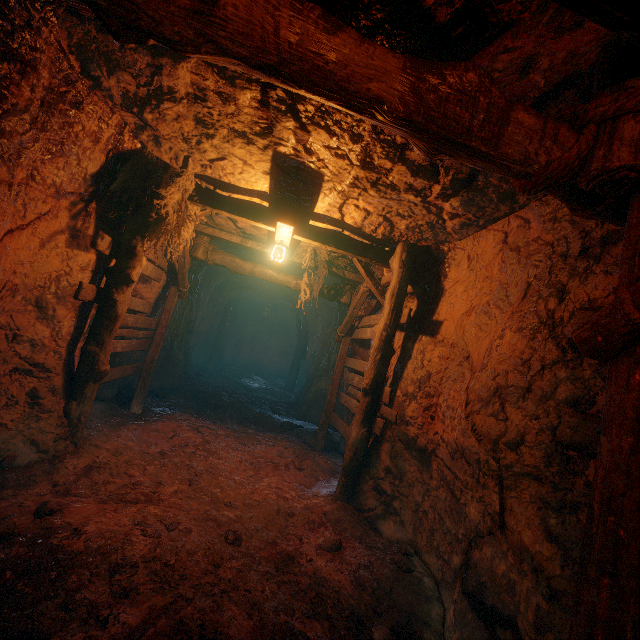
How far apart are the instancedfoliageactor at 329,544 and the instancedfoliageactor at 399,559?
0.7m

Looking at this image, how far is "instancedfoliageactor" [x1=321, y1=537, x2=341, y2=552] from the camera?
3.8m

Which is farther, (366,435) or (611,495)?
(366,435)

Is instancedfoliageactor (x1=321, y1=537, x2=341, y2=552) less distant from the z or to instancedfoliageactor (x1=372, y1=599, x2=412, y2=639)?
the z

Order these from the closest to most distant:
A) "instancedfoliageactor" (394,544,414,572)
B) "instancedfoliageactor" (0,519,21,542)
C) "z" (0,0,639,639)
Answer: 1. "z" (0,0,639,639)
2. "instancedfoliageactor" (0,519,21,542)
3. "instancedfoliageactor" (394,544,414,572)

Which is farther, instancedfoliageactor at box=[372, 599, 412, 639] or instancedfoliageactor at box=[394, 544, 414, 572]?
instancedfoliageactor at box=[394, 544, 414, 572]

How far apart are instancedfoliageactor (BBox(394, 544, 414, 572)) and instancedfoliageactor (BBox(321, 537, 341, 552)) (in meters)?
0.67

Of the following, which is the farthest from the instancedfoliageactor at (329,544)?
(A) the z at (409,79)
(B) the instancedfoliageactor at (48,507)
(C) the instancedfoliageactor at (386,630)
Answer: (B) the instancedfoliageactor at (48,507)
